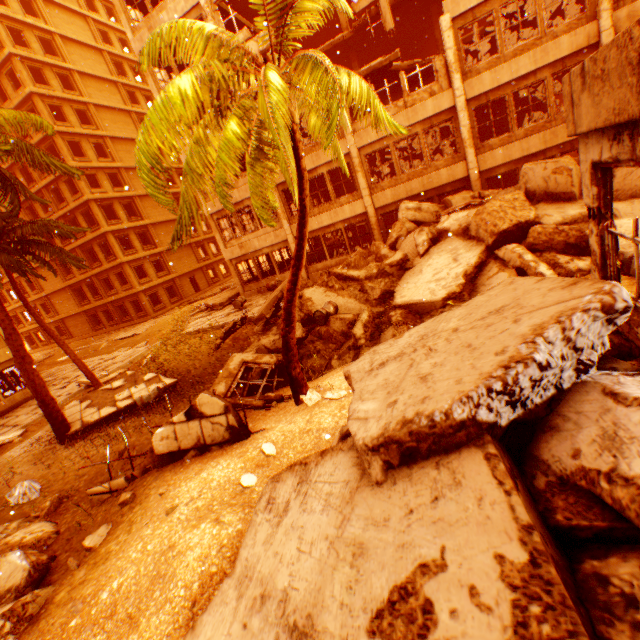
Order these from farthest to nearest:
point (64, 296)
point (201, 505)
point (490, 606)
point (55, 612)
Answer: point (64, 296)
point (201, 505)
point (55, 612)
point (490, 606)

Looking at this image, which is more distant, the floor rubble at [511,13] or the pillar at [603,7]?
the floor rubble at [511,13]

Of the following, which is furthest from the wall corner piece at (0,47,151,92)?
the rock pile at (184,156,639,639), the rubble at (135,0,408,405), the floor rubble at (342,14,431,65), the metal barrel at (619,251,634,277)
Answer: the metal barrel at (619,251,634,277)

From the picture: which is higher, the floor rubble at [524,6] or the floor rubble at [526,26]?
the floor rubble at [526,26]

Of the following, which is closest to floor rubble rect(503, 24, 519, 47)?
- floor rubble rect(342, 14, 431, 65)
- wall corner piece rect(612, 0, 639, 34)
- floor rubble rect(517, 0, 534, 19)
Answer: floor rubble rect(517, 0, 534, 19)

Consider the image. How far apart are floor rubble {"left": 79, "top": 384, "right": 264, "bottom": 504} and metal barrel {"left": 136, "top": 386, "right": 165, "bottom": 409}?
3.1m

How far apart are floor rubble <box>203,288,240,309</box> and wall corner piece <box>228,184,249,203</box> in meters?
5.3 m

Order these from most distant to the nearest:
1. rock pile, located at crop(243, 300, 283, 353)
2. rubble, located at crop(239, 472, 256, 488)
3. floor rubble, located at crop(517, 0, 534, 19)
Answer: floor rubble, located at crop(517, 0, 534, 19)
rock pile, located at crop(243, 300, 283, 353)
rubble, located at crop(239, 472, 256, 488)
